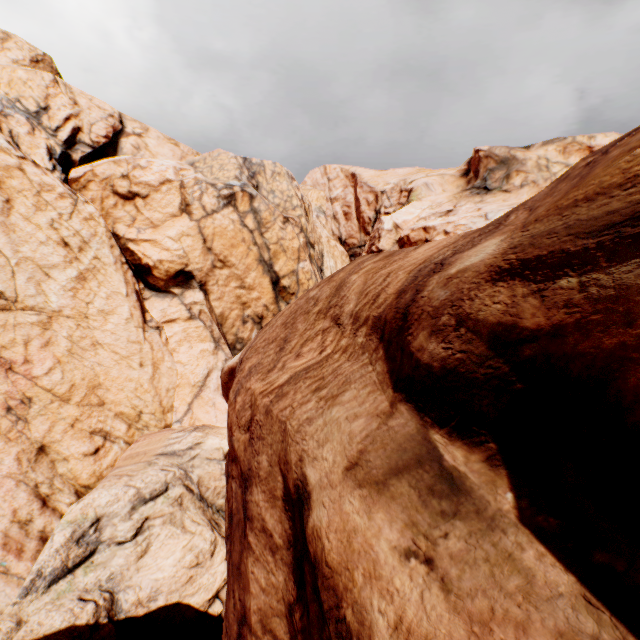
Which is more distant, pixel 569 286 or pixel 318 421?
pixel 318 421
